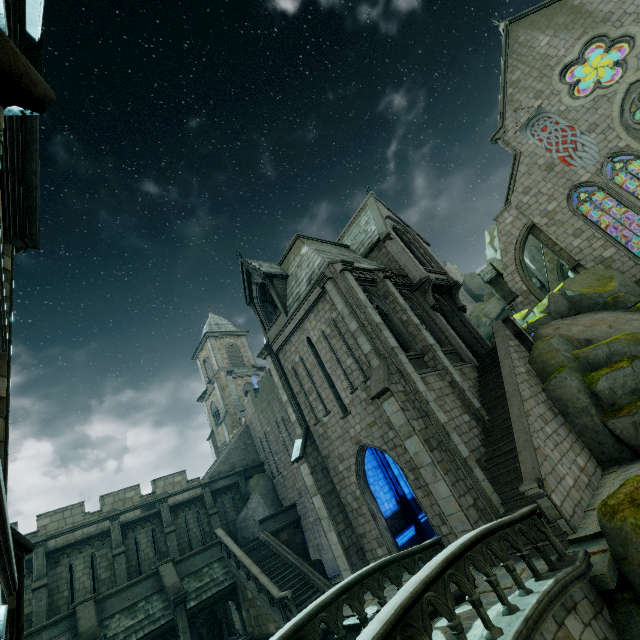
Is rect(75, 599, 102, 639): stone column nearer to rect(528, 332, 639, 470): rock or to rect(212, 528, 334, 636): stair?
rect(212, 528, 334, 636): stair

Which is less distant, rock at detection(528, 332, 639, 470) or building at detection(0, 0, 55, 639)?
building at detection(0, 0, 55, 639)

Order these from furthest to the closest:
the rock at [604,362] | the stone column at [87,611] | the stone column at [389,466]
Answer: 1. the stone column at [389,466]
2. the stone column at [87,611]
3. the rock at [604,362]

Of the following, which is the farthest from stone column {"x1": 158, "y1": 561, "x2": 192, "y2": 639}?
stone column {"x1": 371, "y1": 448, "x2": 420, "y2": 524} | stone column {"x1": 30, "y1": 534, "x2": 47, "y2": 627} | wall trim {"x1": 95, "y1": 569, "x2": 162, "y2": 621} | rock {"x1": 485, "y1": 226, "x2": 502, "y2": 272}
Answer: stone column {"x1": 371, "y1": 448, "x2": 420, "y2": 524}

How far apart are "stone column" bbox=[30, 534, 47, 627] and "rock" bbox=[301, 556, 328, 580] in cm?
1135

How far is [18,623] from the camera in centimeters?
495cm

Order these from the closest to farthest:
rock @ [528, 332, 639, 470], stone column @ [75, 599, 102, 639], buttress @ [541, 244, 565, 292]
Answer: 1. rock @ [528, 332, 639, 470]
2. stone column @ [75, 599, 102, 639]
3. buttress @ [541, 244, 565, 292]

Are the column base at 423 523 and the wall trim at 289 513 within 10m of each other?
yes
